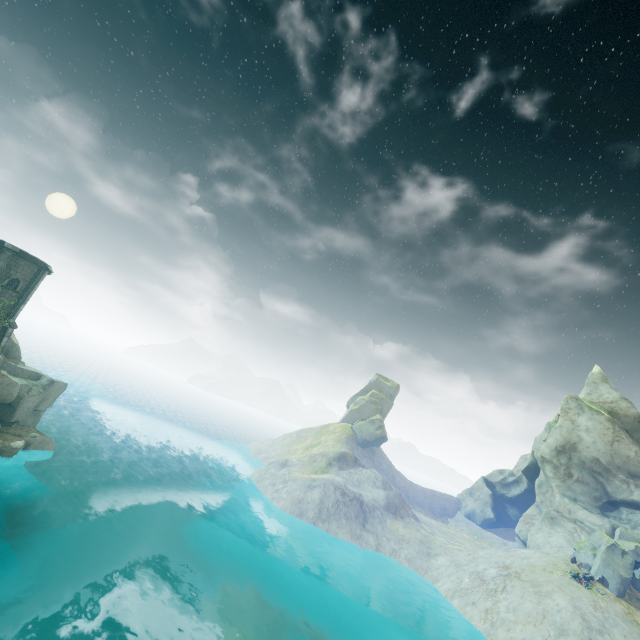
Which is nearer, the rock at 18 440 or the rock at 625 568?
the rock at 18 440

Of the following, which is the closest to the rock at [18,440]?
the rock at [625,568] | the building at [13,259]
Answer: the building at [13,259]

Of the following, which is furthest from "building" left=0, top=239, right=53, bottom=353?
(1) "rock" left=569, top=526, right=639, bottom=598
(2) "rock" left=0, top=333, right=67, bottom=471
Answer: (1) "rock" left=569, top=526, right=639, bottom=598

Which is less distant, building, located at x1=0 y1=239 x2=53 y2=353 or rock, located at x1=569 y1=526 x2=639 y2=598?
building, located at x1=0 y1=239 x2=53 y2=353

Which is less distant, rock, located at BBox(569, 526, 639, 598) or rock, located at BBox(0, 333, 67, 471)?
rock, located at BBox(0, 333, 67, 471)

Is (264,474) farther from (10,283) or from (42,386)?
(10,283)
